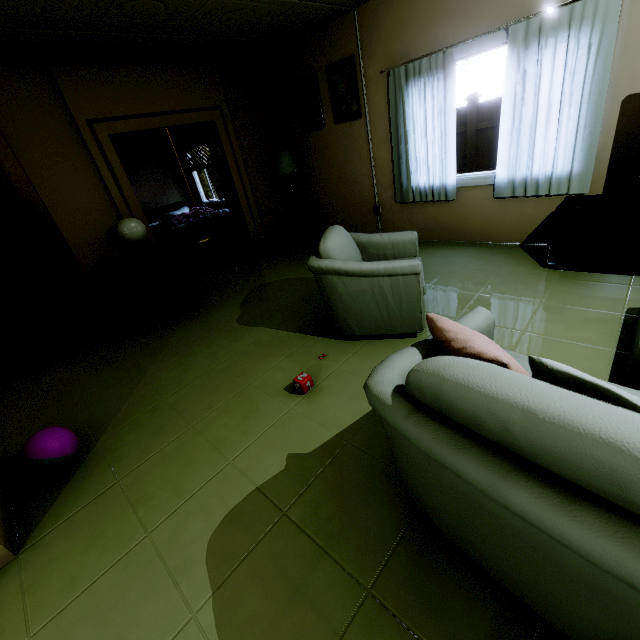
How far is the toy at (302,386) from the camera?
2.24m

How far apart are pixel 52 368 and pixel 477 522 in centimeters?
420cm

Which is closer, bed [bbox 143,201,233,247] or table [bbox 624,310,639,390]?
table [bbox 624,310,639,390]

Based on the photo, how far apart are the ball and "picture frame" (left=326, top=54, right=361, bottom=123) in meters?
4.8

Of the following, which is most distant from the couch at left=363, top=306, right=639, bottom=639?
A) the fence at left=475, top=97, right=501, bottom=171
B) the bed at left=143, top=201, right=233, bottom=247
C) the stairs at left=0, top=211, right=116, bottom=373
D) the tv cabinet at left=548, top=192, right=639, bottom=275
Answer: the fence at left=475, top=97, right=501, bottom=171

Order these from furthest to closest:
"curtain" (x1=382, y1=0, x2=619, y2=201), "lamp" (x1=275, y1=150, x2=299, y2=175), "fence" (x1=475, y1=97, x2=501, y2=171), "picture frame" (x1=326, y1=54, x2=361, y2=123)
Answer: "fence" (x1=475, y1=97, x2=501, y2=171) < "lamp" (x1=275, y1=150, x2=299, y2=175) < "picture frame" (x1=326, y1=54, x2=361, y2=123) < "curtain" (x1=382, y1=0, x2=619, y2=201)

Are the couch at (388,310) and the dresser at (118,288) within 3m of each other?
yes

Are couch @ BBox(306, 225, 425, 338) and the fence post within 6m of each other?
no
